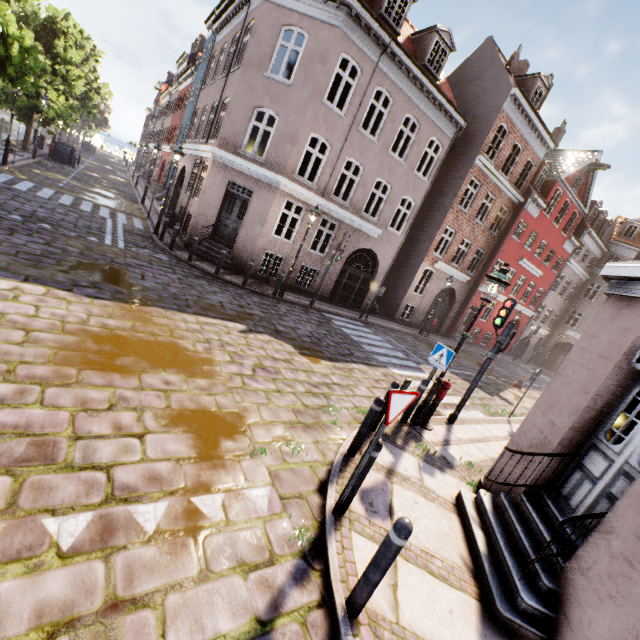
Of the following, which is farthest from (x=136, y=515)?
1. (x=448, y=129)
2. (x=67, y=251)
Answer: (x=448, y=129)

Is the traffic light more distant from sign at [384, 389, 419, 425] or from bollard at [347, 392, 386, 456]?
sign at [384, 389, 419, 425]

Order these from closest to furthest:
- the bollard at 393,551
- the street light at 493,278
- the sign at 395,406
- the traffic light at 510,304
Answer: the bollard at 393,551, the sign at 395,406, the street light at 493,278, the traffic light at 510,304

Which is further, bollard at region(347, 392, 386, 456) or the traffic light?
the traffic light

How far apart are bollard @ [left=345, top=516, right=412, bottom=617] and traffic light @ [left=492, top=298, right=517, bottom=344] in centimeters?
616cm

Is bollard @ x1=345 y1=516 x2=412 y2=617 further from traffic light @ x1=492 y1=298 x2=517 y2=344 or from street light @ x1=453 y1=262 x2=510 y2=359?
traffic light @ x1=492 y1=298 x2=517 y2=344

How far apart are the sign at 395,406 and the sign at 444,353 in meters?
3.6 m

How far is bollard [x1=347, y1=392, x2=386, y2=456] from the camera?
5.0 meters
